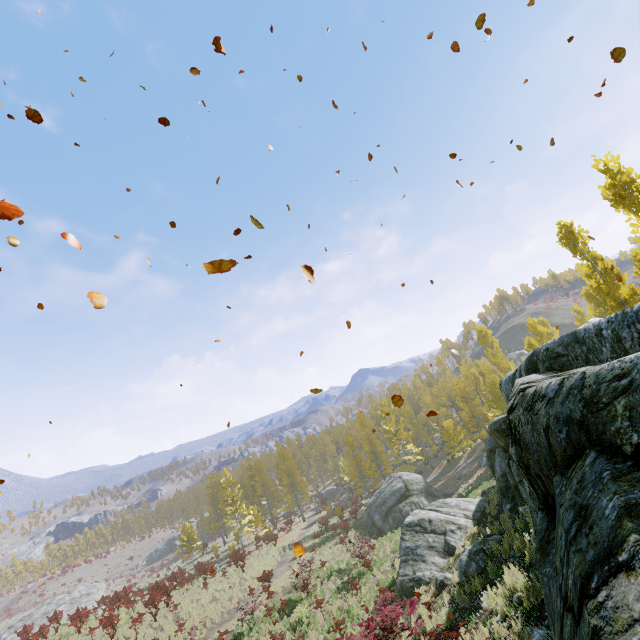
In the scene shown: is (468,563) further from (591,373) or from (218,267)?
(218,267)

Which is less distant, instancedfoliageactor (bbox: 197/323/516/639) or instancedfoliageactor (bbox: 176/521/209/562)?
instancedfoliageactor (bbox: 197/323/516/639)

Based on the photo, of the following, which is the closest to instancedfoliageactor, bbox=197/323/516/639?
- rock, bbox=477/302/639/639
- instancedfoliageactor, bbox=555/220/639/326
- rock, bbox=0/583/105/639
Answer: A: rock, bbox=477/302/639/639

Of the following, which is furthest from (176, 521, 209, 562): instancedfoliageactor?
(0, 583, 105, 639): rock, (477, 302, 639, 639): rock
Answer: (0, 583, 105, 639): rock

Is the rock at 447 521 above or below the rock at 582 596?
below

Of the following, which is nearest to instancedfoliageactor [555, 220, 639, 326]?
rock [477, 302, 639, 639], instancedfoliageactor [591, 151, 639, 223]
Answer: instancedfoliageactor [591, 151, 639, 223]

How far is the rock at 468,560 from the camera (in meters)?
10.15

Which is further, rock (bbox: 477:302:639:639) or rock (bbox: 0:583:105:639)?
rock (bbox: 0:583:105:639)
